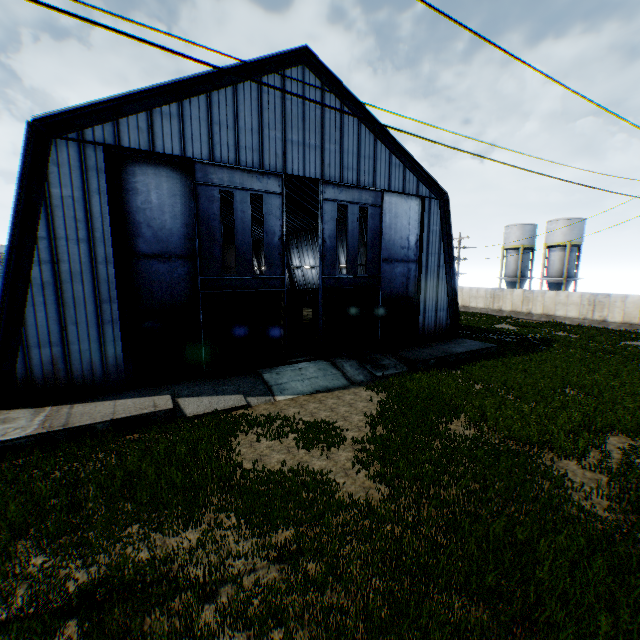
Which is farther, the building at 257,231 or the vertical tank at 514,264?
the vertical tank at 514,264

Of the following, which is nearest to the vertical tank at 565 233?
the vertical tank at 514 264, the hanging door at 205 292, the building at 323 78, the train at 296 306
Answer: the vertical tank at 514 264

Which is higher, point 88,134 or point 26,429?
point 88,134

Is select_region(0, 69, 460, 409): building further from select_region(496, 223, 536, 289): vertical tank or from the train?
select_region(496, 223, 536, 289): vertical tank

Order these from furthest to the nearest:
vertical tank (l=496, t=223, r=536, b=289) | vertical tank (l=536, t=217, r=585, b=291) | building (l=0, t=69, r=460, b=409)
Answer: vertical tank (l=496, t=223, r=536, b=289)
vertical tank (l=536, t=217, r=585, b=291)
building (l=0, t=69, r=460, b=409)

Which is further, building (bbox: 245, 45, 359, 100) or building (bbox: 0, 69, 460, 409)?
building (bbox: 245, 45, 359, 100)

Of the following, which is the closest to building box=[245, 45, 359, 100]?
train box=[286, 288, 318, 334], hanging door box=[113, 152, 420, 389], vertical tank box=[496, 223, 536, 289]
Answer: hanging door box=[113, 152, 420, 389]

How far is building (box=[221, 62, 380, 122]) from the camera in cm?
1562
